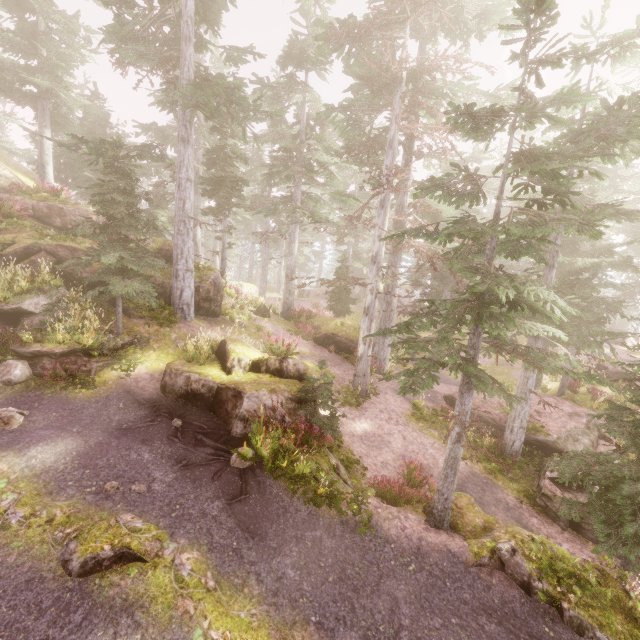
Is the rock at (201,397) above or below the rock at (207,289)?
below

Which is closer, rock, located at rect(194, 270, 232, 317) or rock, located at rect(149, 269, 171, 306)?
rock, located at rect(149, 269, 171, 306)

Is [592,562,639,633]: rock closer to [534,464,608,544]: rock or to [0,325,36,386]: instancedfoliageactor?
[0,325,36,386]: instancedfoliageactor

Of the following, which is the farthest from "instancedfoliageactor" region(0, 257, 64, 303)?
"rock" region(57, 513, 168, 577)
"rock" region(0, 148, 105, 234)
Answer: "rock" region(57, 513, 168, 577)

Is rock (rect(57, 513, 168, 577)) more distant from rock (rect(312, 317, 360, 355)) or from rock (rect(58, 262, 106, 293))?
rock (rect(312, 317, 360, 355))

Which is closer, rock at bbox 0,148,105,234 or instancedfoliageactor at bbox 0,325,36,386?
instancedfoliageactor at bbox 0,325,36,386

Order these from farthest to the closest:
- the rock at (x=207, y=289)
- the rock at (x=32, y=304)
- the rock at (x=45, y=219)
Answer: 1. the rock at (x=45, y=219)
2. the rock at (x=207, y=289)
3. the rock at (x=32, y=304)

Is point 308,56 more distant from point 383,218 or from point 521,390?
point 521,390
